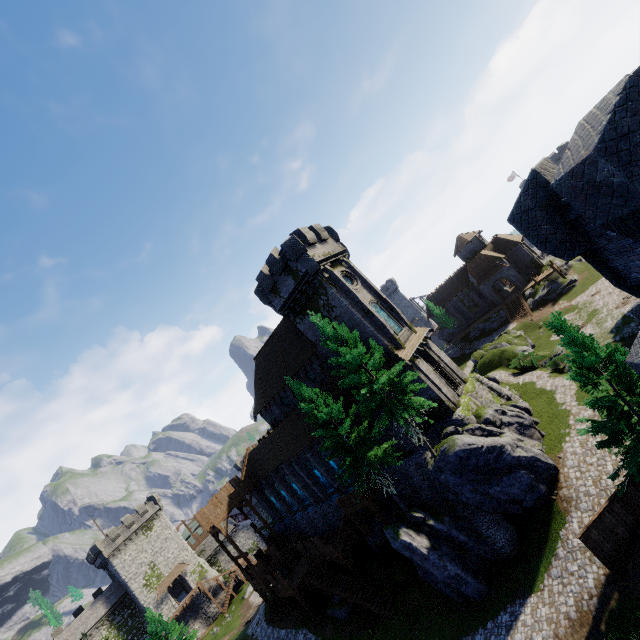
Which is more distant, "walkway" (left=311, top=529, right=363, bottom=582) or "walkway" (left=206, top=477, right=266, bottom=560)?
"walkway" (left=206, top=477, right=266, bottom=560)

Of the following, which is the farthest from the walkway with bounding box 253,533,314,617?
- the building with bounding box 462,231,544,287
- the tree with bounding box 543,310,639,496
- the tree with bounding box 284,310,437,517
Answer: the building with bounding box 462,231,544,287

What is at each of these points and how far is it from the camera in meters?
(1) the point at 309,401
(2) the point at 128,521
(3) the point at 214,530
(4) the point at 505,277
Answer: (1) tree, 25.4
(2) building, 56.1
(3) walkway, 35.1
(4) double door, 54.9

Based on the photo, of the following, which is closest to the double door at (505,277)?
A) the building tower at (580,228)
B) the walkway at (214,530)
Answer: the walkway at (214,530)

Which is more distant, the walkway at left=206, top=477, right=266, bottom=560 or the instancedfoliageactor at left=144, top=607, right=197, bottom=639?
the instancedfoliageactor at left=144, top=607, right=197, bottom=639

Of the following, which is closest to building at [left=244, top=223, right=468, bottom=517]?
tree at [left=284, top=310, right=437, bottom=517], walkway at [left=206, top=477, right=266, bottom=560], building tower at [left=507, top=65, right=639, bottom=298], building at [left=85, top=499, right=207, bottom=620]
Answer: walkway at [left=206, top=477, right=266, bottom=560]

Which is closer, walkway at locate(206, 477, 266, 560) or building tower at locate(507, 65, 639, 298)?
building tower at locate(507, 65, 639, 298)

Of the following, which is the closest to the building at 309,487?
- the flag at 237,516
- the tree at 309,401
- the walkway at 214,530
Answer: the walkway at 214,530
